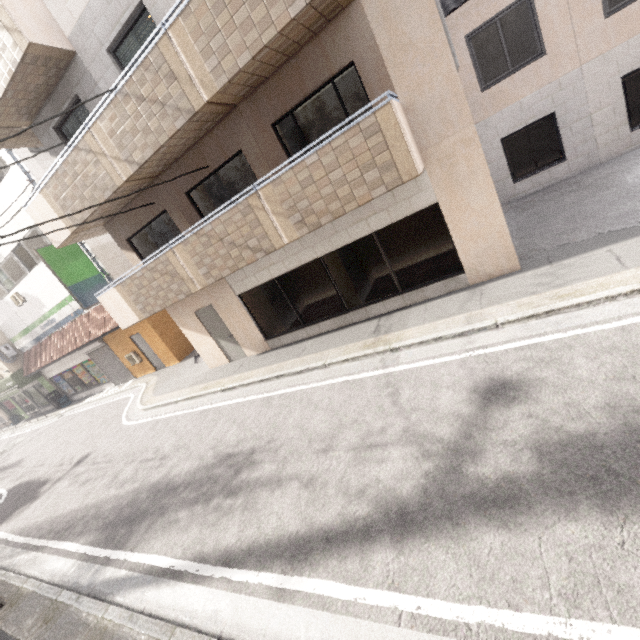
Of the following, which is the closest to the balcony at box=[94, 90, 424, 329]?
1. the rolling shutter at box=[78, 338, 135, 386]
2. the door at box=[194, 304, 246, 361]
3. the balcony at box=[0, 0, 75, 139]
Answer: the door at box=[194, 304, 246, 361]

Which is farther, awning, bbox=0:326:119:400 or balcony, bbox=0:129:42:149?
awning, bbox=0:326:119:400

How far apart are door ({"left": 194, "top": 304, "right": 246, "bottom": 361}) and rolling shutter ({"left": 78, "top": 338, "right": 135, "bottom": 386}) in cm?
893

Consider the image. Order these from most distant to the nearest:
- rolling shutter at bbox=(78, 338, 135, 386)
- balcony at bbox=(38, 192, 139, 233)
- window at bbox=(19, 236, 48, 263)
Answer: rolling shutter at bbox=(78, 338, 135, 386), window at bbox=(19, 236, 48, 263), balcony at bbox=(38, 192, 139, 233)

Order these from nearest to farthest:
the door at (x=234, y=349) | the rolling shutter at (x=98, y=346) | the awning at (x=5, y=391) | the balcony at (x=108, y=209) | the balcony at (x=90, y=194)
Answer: the balcony at (x=90, y=194) → the balcony at (x=108, y=209) → the door at (x=234, y=349) → the awning at (x=5, y=391) → the rolling shutter at (x=98, y=346)

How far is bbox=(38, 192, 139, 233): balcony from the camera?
8.4m

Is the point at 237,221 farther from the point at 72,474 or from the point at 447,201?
the point at 72,474

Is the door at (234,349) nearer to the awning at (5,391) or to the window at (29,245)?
the awning at (5,391)
